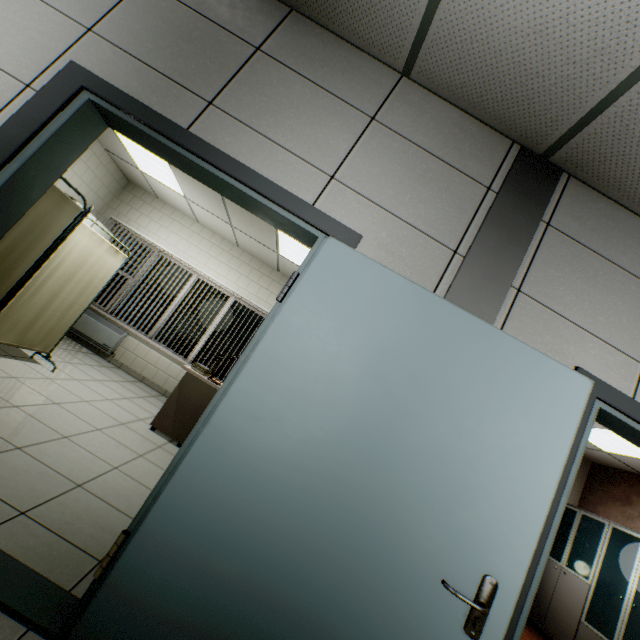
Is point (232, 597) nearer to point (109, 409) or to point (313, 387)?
point (313, 387)

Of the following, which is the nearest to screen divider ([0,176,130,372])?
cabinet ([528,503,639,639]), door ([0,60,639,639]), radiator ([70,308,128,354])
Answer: door ([0,60,639,639])

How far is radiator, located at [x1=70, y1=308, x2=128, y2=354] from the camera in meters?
6.1

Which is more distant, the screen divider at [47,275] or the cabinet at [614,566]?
the cabinet at [614,566]

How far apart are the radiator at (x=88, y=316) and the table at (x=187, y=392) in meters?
2.3

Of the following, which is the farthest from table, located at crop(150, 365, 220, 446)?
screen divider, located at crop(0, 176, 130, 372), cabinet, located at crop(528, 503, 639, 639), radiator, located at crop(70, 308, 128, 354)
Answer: cabinet, located at crop(528, 503, 639, 639)

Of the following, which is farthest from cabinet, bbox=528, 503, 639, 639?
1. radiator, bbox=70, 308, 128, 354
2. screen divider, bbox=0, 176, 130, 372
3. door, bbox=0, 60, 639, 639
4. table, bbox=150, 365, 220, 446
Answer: radiator, bbox=70, 308, 128, 354

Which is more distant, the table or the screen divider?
the table
